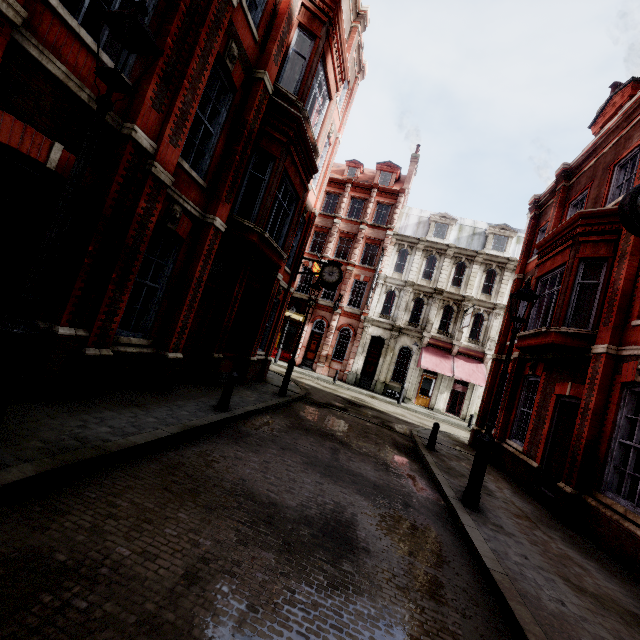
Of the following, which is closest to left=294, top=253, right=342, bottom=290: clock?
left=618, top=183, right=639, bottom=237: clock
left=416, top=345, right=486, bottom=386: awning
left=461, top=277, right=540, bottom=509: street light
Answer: left=416, top=345, right=486, bottom=386: awning

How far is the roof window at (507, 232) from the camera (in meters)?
27.88

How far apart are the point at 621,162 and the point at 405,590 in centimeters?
1321cm

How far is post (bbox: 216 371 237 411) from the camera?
7.67m

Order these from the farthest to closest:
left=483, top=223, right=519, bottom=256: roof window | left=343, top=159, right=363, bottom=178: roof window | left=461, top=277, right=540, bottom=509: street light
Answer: left=343, top=159, right=363, bottom=178: roof window → left=483, top=223, right=519, bottom=256: roof window → left=461, top=277, right=540, bottom=509: street light

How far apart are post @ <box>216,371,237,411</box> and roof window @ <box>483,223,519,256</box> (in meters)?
26.97

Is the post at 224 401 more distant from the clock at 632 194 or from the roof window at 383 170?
the roof window at 383 170

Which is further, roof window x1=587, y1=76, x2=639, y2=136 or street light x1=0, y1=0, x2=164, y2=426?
roof window x1=587, y1=76, x2=639, y2=136
